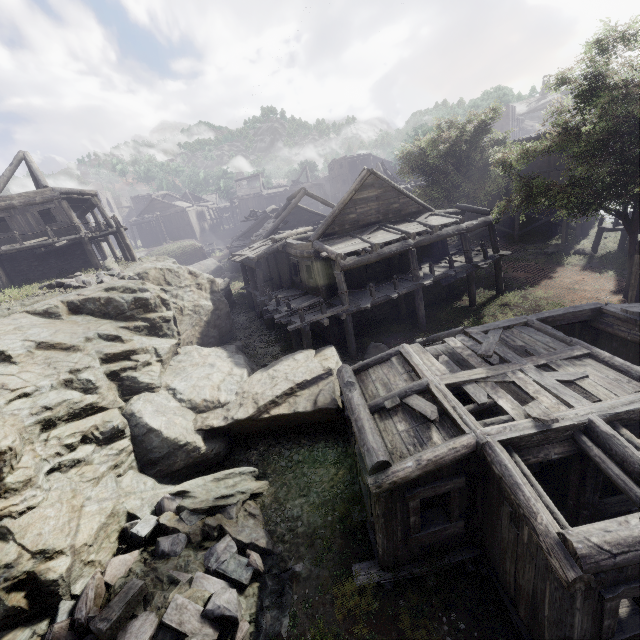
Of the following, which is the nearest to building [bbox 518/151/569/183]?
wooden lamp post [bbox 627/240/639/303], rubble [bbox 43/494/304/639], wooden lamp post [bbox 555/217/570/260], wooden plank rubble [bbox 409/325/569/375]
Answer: wooden plank rubble [bbox 409/325/569/375]

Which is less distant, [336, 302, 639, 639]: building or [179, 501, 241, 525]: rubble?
[336, 302, 639, 639]: building

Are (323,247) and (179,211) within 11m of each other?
no

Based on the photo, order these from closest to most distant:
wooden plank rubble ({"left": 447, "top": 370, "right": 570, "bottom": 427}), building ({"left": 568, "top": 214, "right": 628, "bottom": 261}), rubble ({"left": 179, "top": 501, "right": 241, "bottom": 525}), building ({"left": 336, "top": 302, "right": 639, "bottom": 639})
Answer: building ({"left": 336, "top": 302, "right": 639, "bottom": 639}) → wooden plank rubble ({"left": 447, "top": 370, "right": 570, "bottom": 427}) → rubble ({"left": 179, "top": 501, "right": 241, "bottom": 525}) → building ({"left": 568, "top": 214, "right": 628, "bottom": 261})

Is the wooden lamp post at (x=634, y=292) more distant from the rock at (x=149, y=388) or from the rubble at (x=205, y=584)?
the rock at (x=149, y=388)

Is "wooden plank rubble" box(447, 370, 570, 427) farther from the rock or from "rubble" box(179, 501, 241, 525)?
the rock

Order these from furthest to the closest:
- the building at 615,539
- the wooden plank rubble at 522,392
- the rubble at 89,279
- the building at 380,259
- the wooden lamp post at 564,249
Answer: the wooden lamp post at 564,249 → the building at 380,259 → the rubble at 89,279 → the wooden plank rubble at 522,392 → the building at 615,539

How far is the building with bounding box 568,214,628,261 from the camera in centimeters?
2270cm
